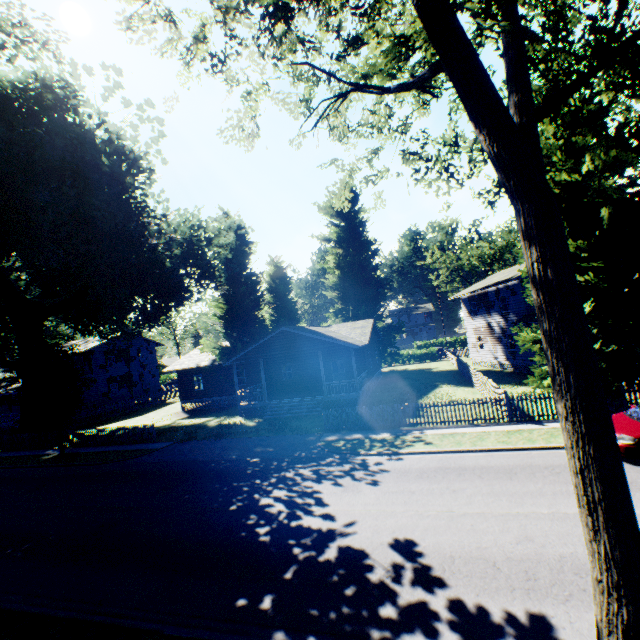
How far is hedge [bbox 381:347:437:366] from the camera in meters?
46.3

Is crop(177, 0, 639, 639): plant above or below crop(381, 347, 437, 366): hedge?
above

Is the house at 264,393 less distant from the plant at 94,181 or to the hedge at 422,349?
the plant at 94,181

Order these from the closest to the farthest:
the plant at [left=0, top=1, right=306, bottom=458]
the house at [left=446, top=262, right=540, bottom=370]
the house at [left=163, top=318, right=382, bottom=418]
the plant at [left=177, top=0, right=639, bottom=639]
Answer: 1. the plant at [left=177, top=0, right=639, bottom=639]
2. the plant at [left=0, top=1, right=306, bottom=458]
3. the house at [left=163, top=318, right=382, bottom=418]
4. the house at [left=446, top=262, right=540, bottom=370]

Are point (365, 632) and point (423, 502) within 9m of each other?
yes

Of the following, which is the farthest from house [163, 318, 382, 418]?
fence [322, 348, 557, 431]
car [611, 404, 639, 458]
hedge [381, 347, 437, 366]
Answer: hedge [381, 347, 437, 366]

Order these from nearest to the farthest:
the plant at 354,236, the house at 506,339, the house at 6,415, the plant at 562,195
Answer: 1. the plant at 562,195
2. the plant at 354,236
3. the house at 506,339
4. the house at 6,415

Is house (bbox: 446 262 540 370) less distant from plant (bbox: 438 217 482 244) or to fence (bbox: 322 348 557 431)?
plant (bbox: 438 217 482 244)
